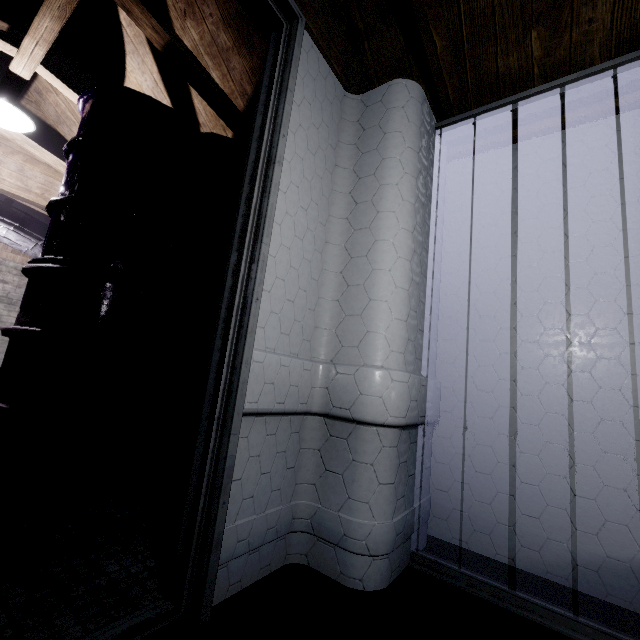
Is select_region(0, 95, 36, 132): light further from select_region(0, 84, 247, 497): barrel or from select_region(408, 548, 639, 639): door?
select_region(408, 548, 639, 639): door

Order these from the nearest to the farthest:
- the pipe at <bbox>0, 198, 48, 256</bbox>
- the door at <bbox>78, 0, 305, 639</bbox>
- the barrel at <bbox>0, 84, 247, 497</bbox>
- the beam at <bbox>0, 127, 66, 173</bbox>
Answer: the door at <bbox>78, 0, 305, 639</bbox>
the barrel at <bbox>0, 84, 247, 497</bbox>
the beam at <bbox>0, 127, 66, 173</bbox>
the pipe at <bbox>0, 198, 48, 256</bbox>

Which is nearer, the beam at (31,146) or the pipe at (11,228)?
the beam at (31,146)

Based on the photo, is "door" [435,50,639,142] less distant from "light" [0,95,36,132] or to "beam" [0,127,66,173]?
"beam" [0,127,66,173]

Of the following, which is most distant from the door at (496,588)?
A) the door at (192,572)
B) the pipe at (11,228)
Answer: the pipe at (11,228)

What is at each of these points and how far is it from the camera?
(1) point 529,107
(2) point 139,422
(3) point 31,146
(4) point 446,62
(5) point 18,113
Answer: (1) door, 1.4 meters
(2) barrel, 1.7 meters
(3) beam, 2.7 meters
(4) beam, 1.5 meters
(5) light, 2.1 meters

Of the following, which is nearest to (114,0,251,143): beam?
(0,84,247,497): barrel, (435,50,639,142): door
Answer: (0,84,247,497): barrel

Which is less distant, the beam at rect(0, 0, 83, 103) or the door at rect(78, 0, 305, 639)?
the door at rect(78, 0, 305, 639)
